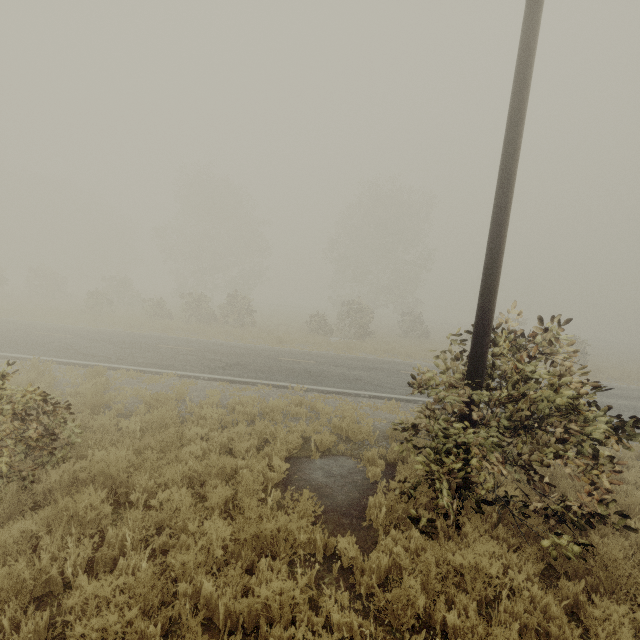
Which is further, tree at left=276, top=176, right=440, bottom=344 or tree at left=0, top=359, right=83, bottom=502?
tree at left=276, top=176, right=440, bottom=344

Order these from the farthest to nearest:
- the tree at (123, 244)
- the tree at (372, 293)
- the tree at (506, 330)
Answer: the tree at (372, 293), the tree at (123, 244), the tree at (506, 330)

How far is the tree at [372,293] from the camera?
27.30m

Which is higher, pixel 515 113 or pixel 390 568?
pixel 515 113

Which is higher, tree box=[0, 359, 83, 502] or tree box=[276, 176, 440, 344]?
tree box=[276, 176, 440, 344]

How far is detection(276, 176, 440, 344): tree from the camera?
27.3m
